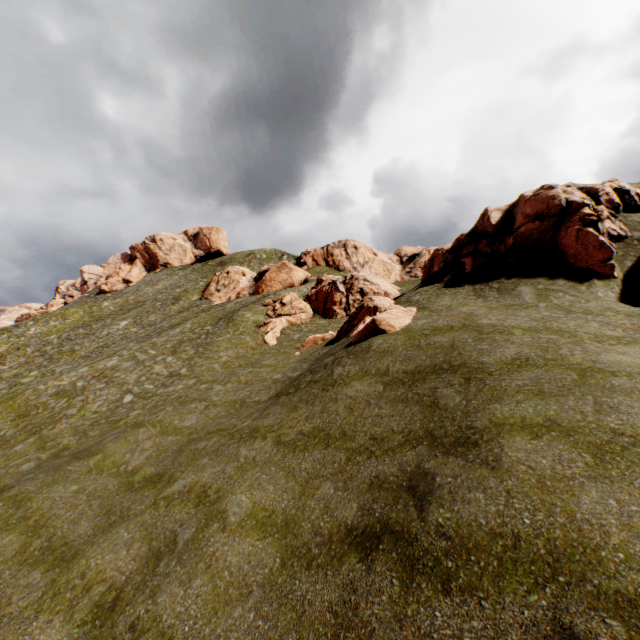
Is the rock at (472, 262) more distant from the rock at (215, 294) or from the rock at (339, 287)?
the rock at (215, 294)

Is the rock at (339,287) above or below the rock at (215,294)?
below

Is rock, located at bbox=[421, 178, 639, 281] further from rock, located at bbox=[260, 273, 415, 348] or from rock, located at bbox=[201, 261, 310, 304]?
rock, located at bbox=[201, 261, 310, 304]

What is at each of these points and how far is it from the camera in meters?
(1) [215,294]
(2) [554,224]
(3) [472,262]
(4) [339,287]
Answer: (1) rock, 59.0
(2) rock, 18.0
(3) rock, 20.6
(4) rock, 40.8
